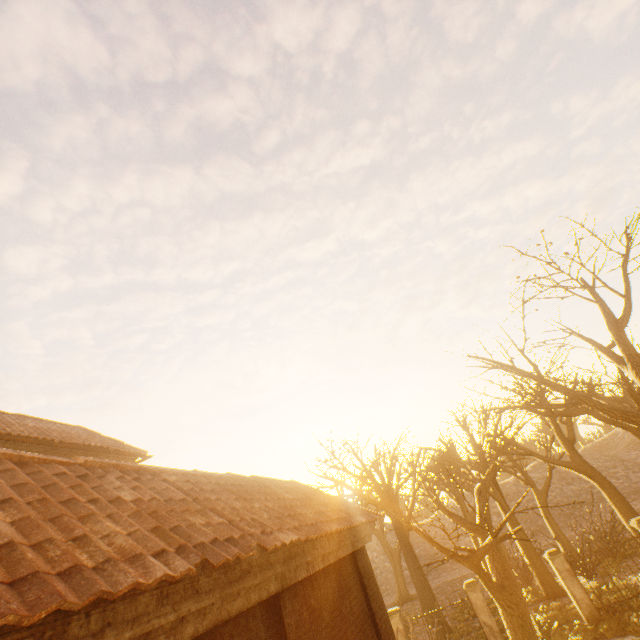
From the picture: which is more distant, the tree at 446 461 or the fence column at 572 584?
the fence column at 572 584

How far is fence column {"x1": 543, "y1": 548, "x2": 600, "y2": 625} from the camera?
13.3m

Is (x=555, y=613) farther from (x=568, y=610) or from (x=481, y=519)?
(x=481, y=519)

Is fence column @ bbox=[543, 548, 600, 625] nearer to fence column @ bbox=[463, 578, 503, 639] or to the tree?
fence column @ bbox=[463, 578, 503, 639]

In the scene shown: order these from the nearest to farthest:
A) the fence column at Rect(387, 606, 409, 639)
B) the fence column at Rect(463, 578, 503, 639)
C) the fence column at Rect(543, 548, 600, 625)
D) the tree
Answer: the tree, the fence column at Rect(543, 548, 600, 625), the fence column at Rect(463, 578, 503, 639), the fence column at Rect(387, 606, 409, 639)

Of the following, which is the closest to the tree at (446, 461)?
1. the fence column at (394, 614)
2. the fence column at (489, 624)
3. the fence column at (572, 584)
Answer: the fence column at (394, 614)

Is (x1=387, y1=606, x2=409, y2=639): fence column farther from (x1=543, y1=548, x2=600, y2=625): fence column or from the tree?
(x1=543, y1=548, x2=600, y2=625): fence column

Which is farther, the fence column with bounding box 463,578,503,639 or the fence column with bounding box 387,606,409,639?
the fence column with bounding box 387,606,409,639
